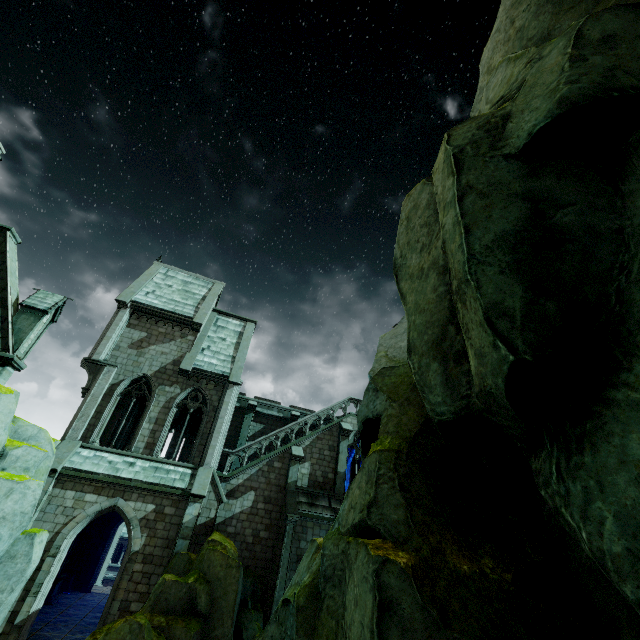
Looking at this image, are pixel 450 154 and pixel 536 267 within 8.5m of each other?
yes

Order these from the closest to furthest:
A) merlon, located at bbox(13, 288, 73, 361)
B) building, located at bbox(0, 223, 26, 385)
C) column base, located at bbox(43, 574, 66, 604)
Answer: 1. building, located at bbox(0, 223, 26, 385)
2. merlon, located at bbox(13, 288, 73, 361)
3. column base, located at bbox(43, 574, 66, 604)

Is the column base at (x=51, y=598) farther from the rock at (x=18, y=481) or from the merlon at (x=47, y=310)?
the merlon at (x=47, y=310)

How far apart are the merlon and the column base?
13.7 meters

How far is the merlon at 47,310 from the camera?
13.66m

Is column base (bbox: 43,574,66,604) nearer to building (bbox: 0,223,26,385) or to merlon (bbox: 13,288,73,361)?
building (bbox: 0,223,26,385)

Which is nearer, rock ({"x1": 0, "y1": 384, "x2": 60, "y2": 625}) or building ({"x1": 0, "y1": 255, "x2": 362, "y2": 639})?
rock ({"x1": 0, "y1": 384, "x2": 60, "y2": 625})
